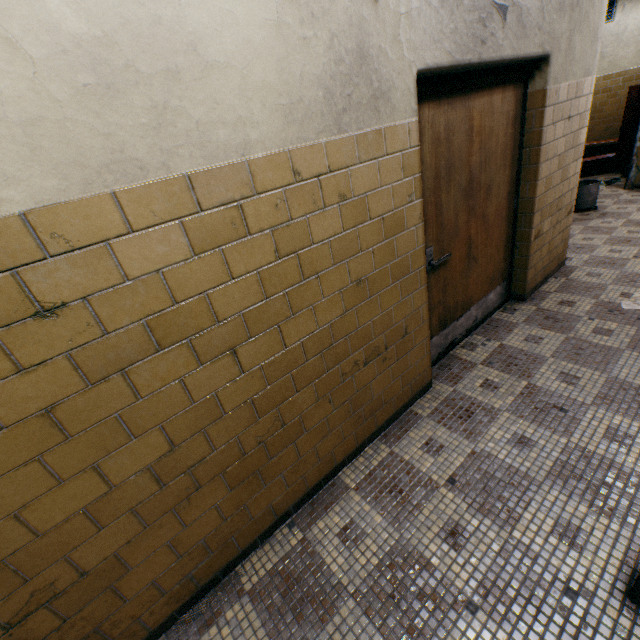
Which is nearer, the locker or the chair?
the chair

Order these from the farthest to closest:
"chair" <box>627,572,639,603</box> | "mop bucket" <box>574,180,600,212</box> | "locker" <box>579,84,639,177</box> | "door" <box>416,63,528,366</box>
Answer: "locker" <box>579,84,639,177</box> → "mop bucket" <box>574,180,600,212</box> → "door" <box>416,63,528,366</box> → "chair" <box>627,572,639,603</box>

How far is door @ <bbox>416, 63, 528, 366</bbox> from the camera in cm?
→ 218

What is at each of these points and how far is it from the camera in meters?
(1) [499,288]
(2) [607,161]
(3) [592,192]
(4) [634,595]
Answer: (1) door, 3.4
(2) locker, 7.4
(3) mop bucket, 5.5
(4) chair, 1.4

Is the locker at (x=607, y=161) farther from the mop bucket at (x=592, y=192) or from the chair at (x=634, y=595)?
the chair at (x=634, y=595)

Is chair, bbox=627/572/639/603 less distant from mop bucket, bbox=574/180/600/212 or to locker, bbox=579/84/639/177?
mop bucket, bbox=574/180/600/212

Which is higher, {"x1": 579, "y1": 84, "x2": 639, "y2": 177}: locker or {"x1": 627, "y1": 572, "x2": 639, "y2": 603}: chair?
{"x1": 579, "y1": 84, "x2": 639, "y2": 177}: locker

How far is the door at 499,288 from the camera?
2.2 meters
